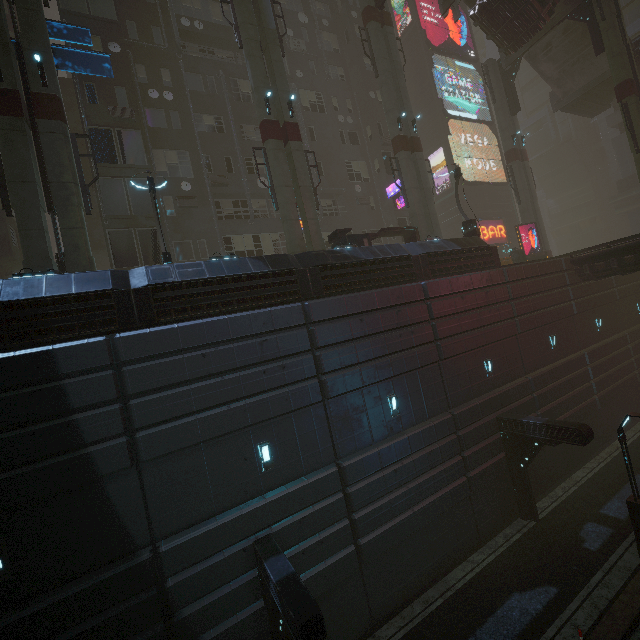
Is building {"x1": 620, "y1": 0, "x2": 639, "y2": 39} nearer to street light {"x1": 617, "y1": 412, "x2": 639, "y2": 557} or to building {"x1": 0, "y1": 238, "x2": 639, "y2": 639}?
building {"x1": 0, "y1": 238, "x2": 639, "y2": 639}

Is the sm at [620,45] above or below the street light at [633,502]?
above

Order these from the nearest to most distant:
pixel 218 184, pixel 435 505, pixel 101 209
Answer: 1. pixel 435 505
2. pixel 101 209
3. pixel 218 184

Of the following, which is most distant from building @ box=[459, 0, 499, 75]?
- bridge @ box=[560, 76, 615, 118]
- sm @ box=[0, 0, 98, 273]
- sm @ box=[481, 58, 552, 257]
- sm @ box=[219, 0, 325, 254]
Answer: sm @ box=[0, 0, 98, 273]

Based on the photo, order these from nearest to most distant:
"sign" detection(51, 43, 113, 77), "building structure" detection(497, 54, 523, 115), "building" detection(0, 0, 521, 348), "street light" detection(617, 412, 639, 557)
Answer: "building" detection(0, 0, 521, 348) → "street light" detection(617, 412, 639, 557) → "sign" detection(51, 43, 113, 77) → "building structure" detection(497, 54, 523, 115)

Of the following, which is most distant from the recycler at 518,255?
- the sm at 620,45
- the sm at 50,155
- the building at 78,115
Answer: the sm at 50,155

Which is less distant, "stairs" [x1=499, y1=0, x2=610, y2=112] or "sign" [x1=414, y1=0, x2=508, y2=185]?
"stairs" [x1=499, y1=0, x2=610, y2=112]

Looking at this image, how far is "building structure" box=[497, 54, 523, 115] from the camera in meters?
26.6
